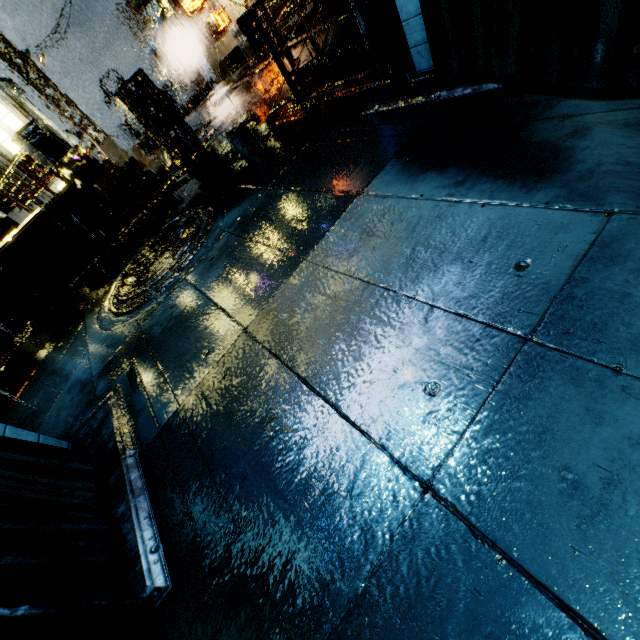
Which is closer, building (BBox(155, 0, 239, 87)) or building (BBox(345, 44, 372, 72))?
building (BBox(345, 44, 372, 72))

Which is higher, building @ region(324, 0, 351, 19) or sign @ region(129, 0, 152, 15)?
sign @ region(129, 0, 152, 15)

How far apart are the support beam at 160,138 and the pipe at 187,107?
15.3 meters

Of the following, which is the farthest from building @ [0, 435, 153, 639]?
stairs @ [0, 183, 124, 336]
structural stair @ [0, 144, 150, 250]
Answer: stairs @ [0, 183, 124, 336]

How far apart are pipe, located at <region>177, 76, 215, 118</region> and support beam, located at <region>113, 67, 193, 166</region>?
15.3 meters

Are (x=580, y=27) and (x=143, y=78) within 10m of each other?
no

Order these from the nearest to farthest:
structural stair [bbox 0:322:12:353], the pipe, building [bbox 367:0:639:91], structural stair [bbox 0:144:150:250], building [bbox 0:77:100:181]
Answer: building [bbox 367:0:639:91] → structural stair [bbox 0:322:12:353] → structural stair [bbox 0:144:150:250] → building [bbox 0:77:100:181] → the pipe

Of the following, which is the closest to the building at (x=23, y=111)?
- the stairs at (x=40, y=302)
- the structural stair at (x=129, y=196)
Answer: the structural stair at (x=129, y=196)
